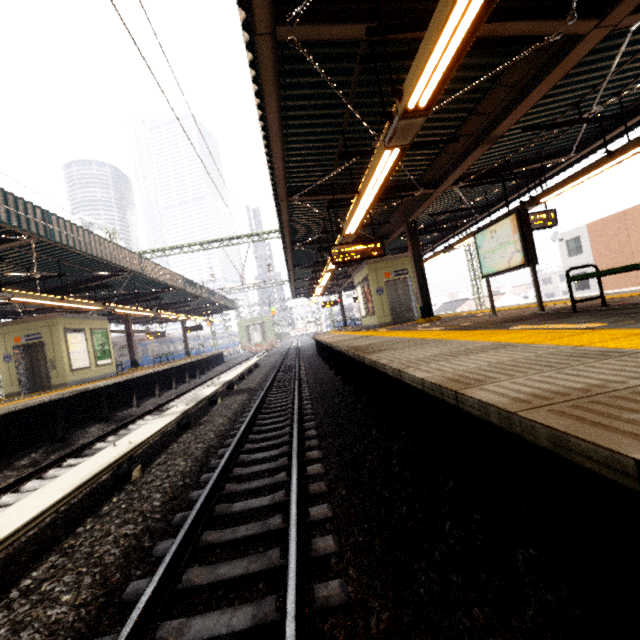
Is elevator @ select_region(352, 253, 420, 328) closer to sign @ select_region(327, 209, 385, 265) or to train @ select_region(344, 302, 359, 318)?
sign @ select_region(327, 209, 385, 265)

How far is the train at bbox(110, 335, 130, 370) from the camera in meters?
25.1

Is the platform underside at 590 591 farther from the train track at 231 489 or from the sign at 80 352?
the sign at 80 352

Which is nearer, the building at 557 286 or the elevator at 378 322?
the elevator at 378 322

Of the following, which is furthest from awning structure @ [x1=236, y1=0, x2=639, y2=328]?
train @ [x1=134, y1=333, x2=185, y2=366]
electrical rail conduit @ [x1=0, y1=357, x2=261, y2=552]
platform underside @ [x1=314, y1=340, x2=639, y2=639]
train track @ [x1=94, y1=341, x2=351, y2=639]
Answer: train @ [x1=134, y1=333, x2=185, y2=366]

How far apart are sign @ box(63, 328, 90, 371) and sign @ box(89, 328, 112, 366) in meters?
0.3

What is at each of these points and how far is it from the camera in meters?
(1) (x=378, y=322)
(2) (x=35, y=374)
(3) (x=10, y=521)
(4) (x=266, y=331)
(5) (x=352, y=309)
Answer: (1) elevator, 13.7 m
(2) elevator, 12.9 m
(3) electrical rail conduit, 2.8 m
(4) train, 38.3 m
(5) train, 44.8 m

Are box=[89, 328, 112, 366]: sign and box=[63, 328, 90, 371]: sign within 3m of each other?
yes
